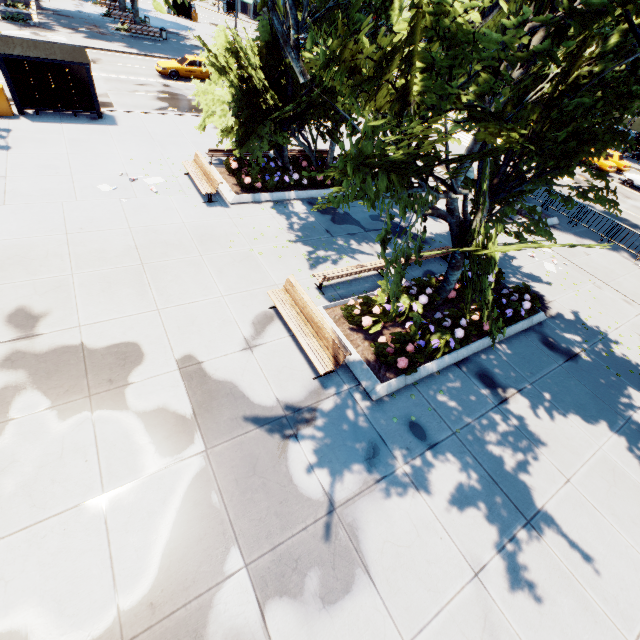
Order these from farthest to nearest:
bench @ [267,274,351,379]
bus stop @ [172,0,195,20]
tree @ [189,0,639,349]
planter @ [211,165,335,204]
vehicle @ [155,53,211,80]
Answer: bus stop @ [172,0,195,20] < vehicle @ [155,53,211,80] < planter @ [211,165,335,204] < bench @ [267,274,351,379] < tree @ [189,0,639,349]

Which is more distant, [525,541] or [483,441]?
[483,441]

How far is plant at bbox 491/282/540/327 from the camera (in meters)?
9.86

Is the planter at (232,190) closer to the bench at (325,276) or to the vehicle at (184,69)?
the bench at (325,276)

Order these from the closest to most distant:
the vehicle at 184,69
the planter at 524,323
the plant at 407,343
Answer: the plant at 407,343 < the planter at 524,323 < the vehicle at 184,69

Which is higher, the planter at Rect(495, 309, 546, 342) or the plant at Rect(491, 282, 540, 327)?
the plant at Rect(491, 282, 540, 327)

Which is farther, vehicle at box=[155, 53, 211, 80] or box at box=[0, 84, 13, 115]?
vehicle at box=[155, 53, 211, 80]

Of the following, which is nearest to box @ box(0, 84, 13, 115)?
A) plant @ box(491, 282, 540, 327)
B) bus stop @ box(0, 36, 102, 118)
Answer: bus stop @ box(0, 36, 102, 118)
